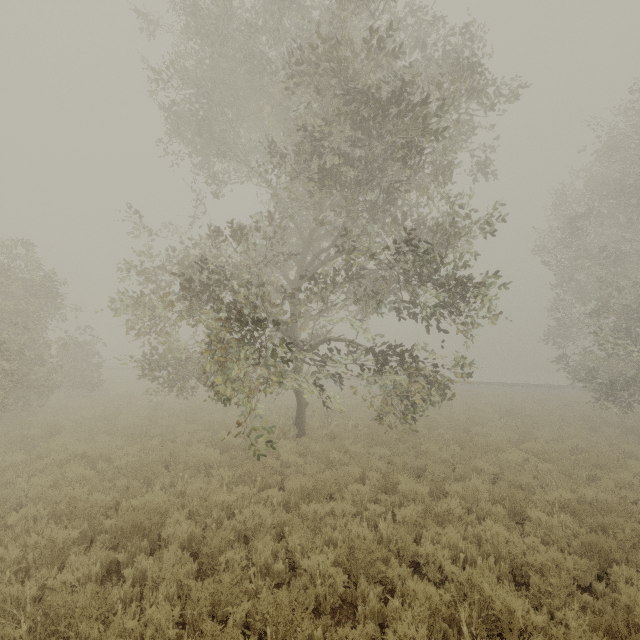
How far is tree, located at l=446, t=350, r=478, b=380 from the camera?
9.5m

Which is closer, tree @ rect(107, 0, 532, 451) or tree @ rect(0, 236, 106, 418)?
tree @ rect(107, 0, 532, 451)

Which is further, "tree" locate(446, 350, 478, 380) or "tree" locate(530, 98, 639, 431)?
"tree" locate(530, 98, 639, 431)

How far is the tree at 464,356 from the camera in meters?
9.5 m

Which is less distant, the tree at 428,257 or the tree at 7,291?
the tree at 428,257

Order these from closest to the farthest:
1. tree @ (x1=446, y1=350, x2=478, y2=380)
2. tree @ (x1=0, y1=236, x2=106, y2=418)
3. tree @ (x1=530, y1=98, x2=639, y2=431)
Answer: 1. tree @ (x1=446, y1=350, x2=478, y2=380)
2. tree @ (x1=0, y1=236, x2=106, y2=418)
3. tree @ (x1=530, y1=98, x2=639, y2=431)

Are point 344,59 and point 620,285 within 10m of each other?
no
